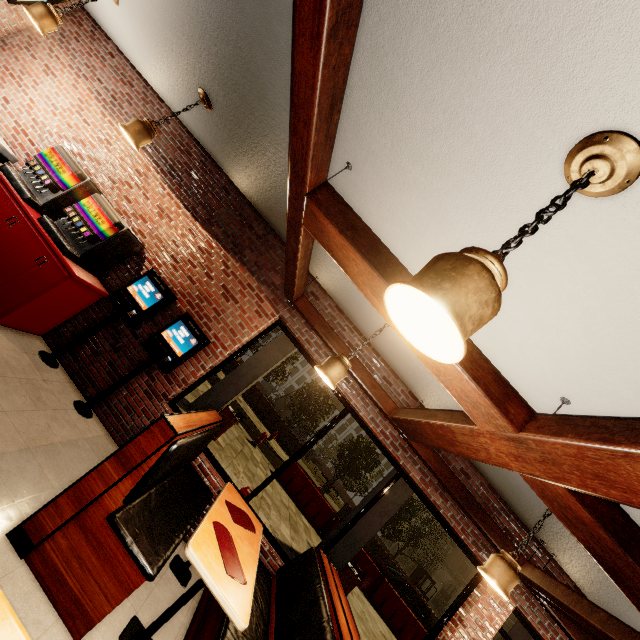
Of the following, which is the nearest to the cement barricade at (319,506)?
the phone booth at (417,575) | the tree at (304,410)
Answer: the tree at (304,410)

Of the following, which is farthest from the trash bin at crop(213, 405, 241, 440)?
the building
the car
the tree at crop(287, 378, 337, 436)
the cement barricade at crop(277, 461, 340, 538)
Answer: the tree at crop(287, 378, 337, 436)

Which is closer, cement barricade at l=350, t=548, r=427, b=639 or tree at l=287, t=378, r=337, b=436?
cement barricade at l=350, t=548, r=427, b=639

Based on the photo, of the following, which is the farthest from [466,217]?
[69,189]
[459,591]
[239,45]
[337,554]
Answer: [459,591]

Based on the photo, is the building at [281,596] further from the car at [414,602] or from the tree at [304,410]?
the tree at [304,410]

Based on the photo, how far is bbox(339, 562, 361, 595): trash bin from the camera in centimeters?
786cm

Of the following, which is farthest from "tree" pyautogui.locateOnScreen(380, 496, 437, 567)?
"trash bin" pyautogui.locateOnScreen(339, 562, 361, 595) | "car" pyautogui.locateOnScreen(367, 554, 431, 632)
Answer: "trash bin" pyautogui.locateOnScreen(339, 562, 361, 595)

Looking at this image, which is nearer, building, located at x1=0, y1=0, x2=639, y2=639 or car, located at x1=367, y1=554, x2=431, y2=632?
building, located at x1=0, y1=0, x2=639, y2=639
